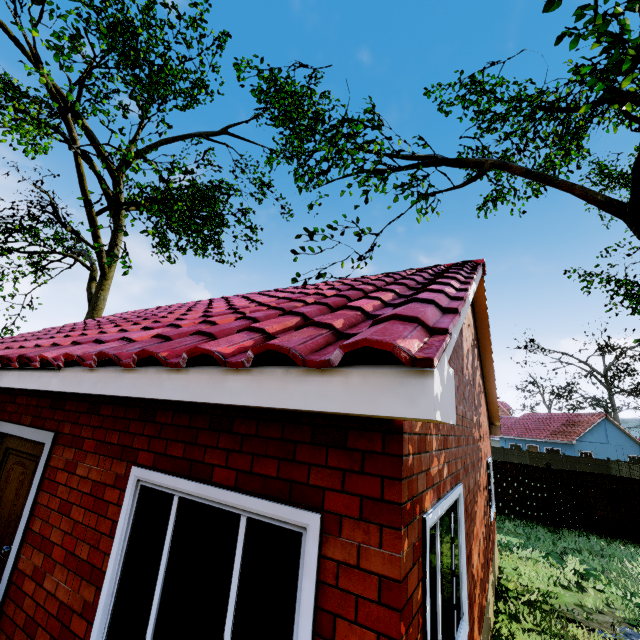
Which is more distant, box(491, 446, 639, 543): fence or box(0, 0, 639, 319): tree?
box(491, 446, 639, 543): fence

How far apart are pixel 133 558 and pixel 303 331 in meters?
2.5

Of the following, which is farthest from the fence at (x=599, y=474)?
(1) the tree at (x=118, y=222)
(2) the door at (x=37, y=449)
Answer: (2) the door at (x=37, y=449)

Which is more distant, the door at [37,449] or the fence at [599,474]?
the fence at [599,474]

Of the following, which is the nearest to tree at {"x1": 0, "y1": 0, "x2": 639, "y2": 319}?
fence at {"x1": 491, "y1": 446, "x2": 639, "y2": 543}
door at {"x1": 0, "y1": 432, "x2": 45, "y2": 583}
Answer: fence at {"x1": 491, "y1": 446, "x2": 639, "y2": 543}

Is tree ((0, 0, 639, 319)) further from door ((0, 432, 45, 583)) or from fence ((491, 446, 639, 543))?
door ((0, 432, 45, 583))

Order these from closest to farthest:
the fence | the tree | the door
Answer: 1. the door
2. the tree
3. the fence

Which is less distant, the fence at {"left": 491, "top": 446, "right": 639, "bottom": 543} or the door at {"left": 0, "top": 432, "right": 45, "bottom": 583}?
the door at {"left": 0, "top": 432, "right": 45, "bottom": 583}
